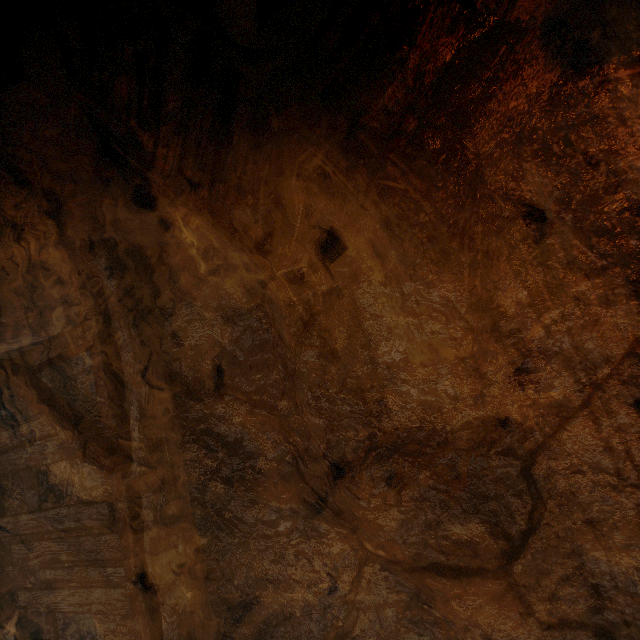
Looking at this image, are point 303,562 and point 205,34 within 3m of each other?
no
